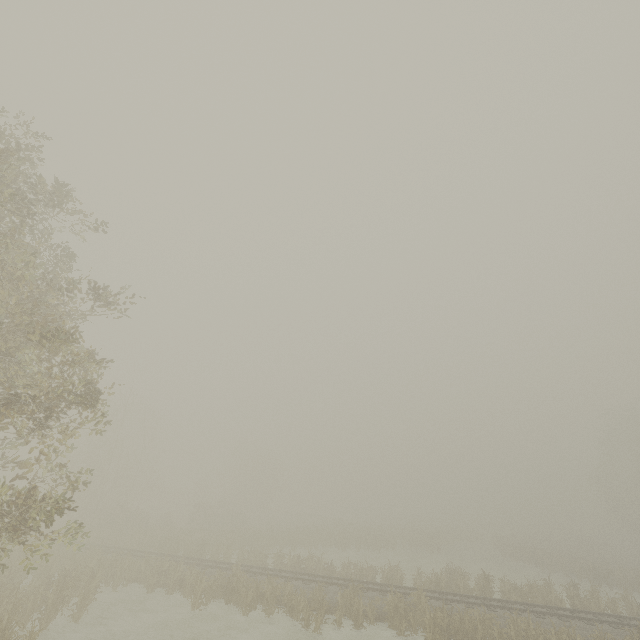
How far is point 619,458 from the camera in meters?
45.4
